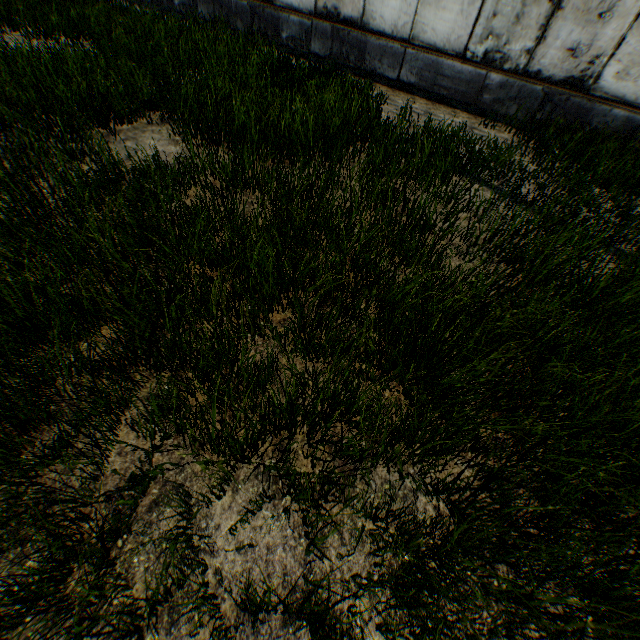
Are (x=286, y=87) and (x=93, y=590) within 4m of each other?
no
